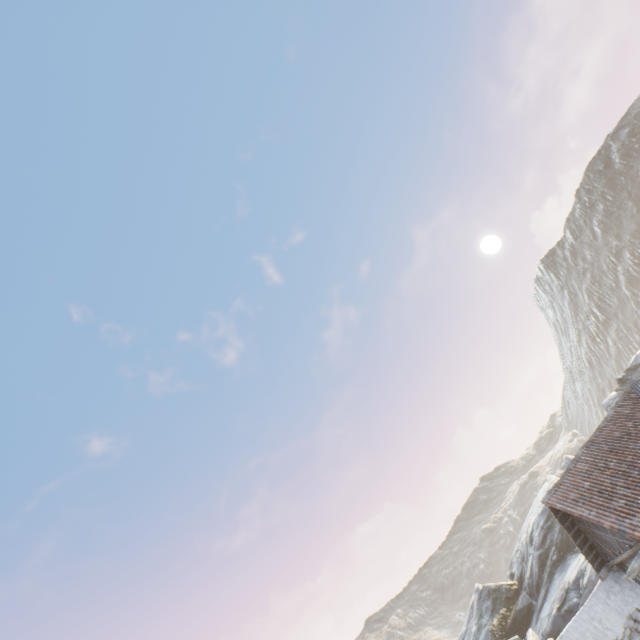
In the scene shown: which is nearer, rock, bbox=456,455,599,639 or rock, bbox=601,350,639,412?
rock, bbox=456,455,599,639

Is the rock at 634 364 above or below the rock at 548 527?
above

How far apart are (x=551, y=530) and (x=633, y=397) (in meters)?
17.42

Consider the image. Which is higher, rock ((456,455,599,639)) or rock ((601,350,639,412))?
rock ((601,350,639,412))

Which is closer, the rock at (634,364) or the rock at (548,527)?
the rock at (548,527)
